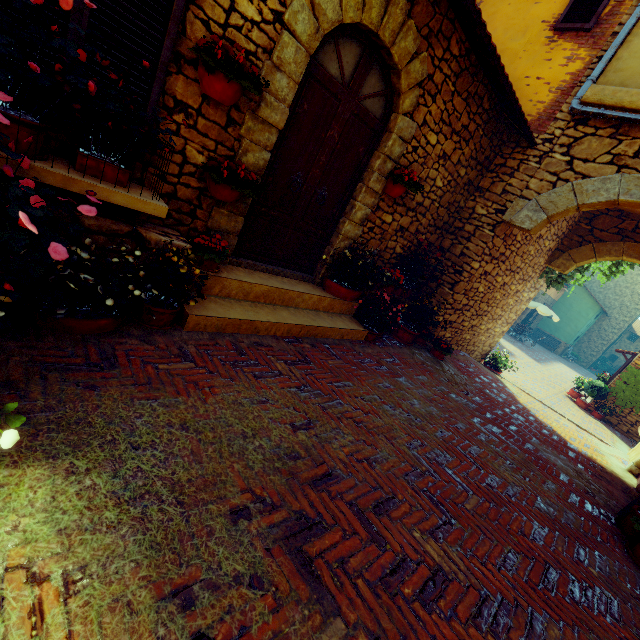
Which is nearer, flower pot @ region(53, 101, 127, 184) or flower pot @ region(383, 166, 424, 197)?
flower pot @ region(53, 101, 127, 184)

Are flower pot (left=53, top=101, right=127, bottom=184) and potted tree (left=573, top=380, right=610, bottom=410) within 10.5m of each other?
no

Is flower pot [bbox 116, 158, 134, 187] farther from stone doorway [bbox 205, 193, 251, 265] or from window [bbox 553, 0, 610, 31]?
window [bbox 553, 0, 610, 31]

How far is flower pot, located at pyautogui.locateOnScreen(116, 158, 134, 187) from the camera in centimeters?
250cm

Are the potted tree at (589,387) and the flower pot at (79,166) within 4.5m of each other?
no

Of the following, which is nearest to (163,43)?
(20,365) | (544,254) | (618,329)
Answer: (20,365)

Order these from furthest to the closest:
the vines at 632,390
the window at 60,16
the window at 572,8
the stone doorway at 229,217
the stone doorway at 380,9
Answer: the vines at 632,390 → the window at 572,8 → the stone doorway at 229,217 → the stone doorway at 380,9 → the window at 60,16
